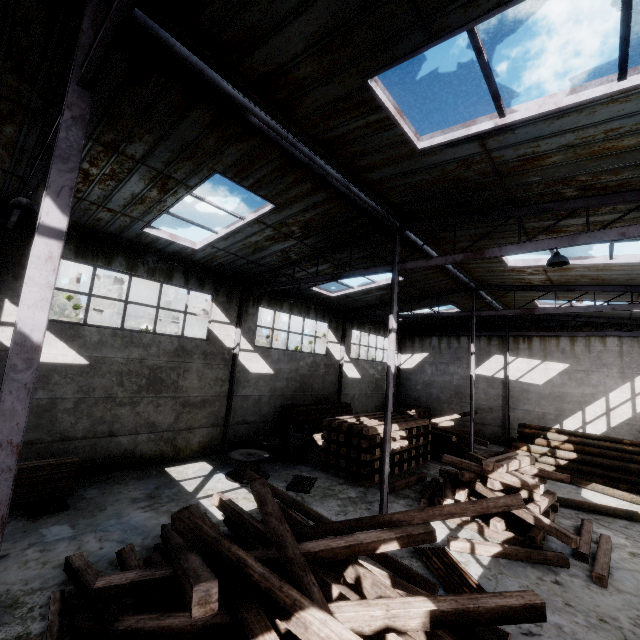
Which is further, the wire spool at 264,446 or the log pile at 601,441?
the log pile at 601,441

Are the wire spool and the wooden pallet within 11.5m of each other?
yes

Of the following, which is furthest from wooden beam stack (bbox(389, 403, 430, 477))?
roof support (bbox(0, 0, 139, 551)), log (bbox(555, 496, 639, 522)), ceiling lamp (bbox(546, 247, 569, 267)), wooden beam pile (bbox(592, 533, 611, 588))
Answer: roof support (bbox(0, 0, 139, 551))

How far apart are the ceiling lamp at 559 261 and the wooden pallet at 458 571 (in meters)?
6.89

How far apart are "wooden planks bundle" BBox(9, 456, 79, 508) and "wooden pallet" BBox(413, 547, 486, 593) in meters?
9.0

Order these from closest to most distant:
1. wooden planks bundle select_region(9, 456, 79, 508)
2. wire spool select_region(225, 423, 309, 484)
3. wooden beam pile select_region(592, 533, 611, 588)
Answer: wooden beam pile select_region(592, 533, 611, 588) → wooden planks bundle select_region(9, 456, 79, 508) → wire spool select_region(225, 423, 309, 484)

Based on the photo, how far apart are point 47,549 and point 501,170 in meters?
12.1 m

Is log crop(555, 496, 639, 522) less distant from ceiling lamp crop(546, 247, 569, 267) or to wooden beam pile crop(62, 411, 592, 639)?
wooden beam pile crop(62, 411, 592, 639)
